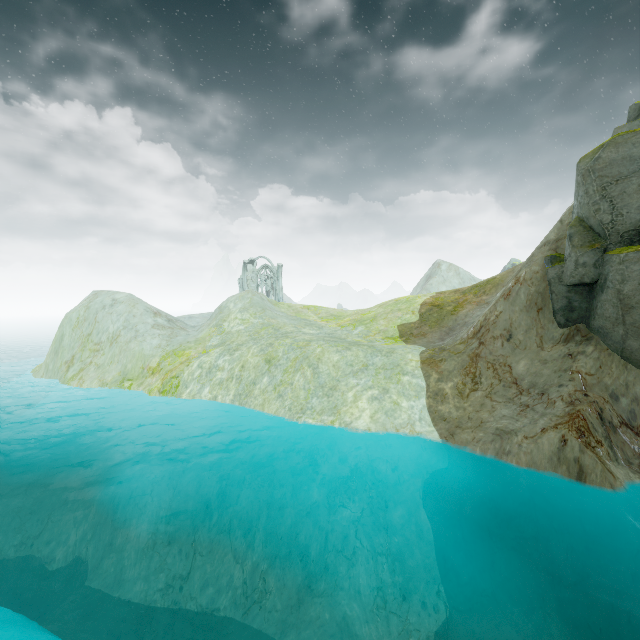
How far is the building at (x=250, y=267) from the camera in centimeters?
5794cm

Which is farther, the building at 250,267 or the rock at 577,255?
the building at 250,267

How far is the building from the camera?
57.9 meters

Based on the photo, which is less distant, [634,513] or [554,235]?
[634,513]

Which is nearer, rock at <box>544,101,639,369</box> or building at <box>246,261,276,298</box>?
rock at <box>544,101,639,369</box>
